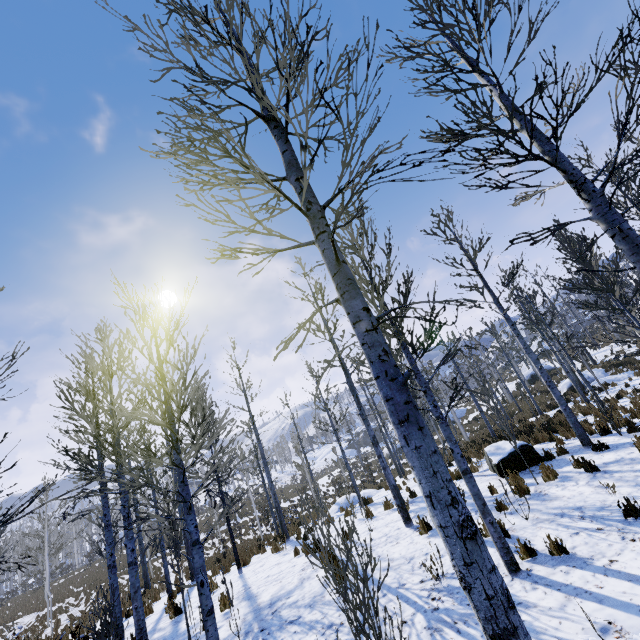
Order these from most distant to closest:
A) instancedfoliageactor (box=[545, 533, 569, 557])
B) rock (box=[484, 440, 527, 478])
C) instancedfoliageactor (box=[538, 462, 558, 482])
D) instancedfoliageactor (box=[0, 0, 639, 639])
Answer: rock (box=[484, 440, 527, 478]), instancedfoliageactor (box=[538, 462, 558, 482]), instancedfoliageactor (box=[545, 533, 569, 557]), instancedfoliageactor (box=[0, 0, 639, 639])

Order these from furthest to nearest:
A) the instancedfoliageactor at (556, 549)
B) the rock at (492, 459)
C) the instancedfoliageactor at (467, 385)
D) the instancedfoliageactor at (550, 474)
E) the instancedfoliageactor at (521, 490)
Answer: the rock at (492, 459), the instancedfoliageactor at (550, 474), the instancedfoliageactor at (521, 490), the instancedfoliageactor at (556, 549), the instancedfoliageactor at (467, 385)

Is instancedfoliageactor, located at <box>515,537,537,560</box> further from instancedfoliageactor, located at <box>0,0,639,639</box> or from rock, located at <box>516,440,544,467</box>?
rock, located at <box>516,440,544,467</box>

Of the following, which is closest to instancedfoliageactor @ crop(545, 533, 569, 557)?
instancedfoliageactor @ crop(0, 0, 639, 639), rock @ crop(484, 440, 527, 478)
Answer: instancedfoliageactor @ crop(0, 0, 639, 639)

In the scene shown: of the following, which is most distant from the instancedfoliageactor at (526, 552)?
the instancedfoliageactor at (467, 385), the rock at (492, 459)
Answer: the rock at (492, 459)

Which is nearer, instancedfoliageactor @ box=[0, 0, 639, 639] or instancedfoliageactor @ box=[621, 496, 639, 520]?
instancedfoliageactor @ box=[0, 0, 639, 639]

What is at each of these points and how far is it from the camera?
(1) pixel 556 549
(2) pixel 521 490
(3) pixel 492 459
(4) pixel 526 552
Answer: (1) instancedfoliageactor, 4.9 meters
(2) instancedfoliageactor, 7.6 meters
(3) rock, 9.8 meters
(4) instancedfoliageactor, 5.1 meters
